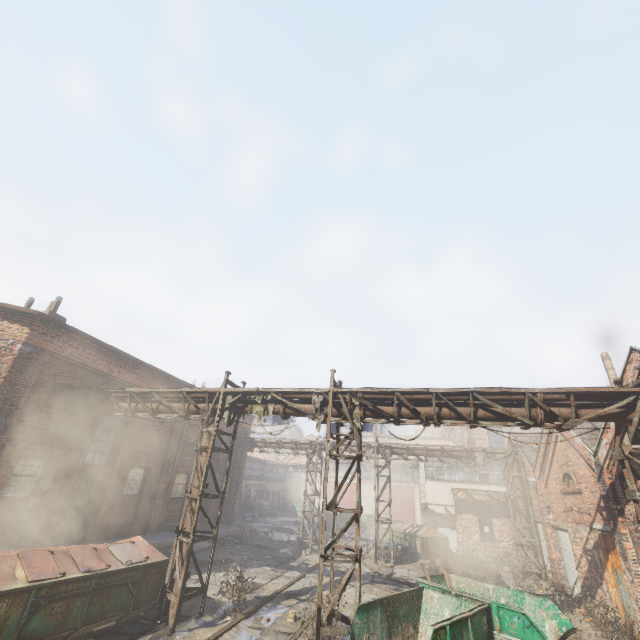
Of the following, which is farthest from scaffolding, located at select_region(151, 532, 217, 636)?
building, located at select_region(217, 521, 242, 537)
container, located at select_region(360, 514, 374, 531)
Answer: container, located at select_region(360, 514, 374, 531)

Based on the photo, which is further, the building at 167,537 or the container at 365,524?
the container at 365,524

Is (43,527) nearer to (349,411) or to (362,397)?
(349,411)

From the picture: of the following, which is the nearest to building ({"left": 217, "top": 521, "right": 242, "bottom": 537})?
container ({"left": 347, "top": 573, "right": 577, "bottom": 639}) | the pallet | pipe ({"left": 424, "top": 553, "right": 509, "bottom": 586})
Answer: the pallet

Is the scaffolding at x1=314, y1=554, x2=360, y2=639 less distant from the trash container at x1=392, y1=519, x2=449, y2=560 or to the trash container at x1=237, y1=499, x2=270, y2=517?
the trash container at x1=392, y1=519, x2=449, y2=560

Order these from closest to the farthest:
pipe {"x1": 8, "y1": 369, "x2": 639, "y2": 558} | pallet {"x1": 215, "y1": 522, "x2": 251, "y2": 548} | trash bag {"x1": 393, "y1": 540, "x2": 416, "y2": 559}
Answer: pipe {"x1": 8, "y1": 369, "x2": 639, "y2": 558} < pallet {"x1": 215, "y1": 522, "x2": 251, "y2": 548} < trash bag {"x1": 393, "y1": 540, "x2": 416, "y2": 559}

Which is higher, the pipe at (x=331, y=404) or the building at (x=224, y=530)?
the pipe at (x=331, y=404)

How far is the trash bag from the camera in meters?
20.0
